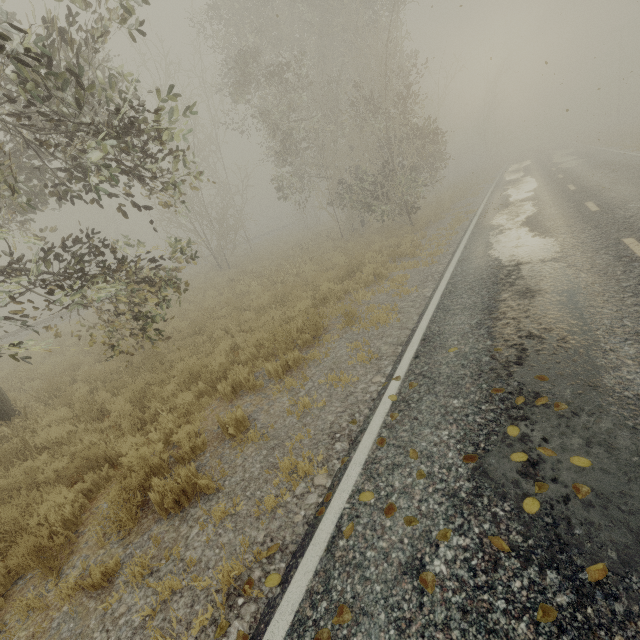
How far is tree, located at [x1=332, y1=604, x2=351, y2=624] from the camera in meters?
2.3

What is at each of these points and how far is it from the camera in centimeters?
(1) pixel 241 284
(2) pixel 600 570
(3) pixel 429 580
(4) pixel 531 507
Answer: (1) tree, 1494cm
(2) tree, 207cm
(3) tree, 233cm
(4) tree, 255cm

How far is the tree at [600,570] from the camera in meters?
2.0

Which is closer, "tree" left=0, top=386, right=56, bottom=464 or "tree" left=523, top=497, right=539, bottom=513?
"tree" left=523, top=497, right=539, bottom=513

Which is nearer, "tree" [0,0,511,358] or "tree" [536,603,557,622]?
"tree" [536,603,557,622]

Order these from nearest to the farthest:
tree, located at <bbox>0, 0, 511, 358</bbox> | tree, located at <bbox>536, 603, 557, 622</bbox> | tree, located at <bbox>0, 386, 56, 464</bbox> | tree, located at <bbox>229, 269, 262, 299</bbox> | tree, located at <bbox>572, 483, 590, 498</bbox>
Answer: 1. tree, located at <bbox>536, 603, 557, 622</bbox>
2. tree, located at <bbox>572, 483, 590, 498</bbox>
3. tree, located at <bbox>0, 0, 511, 358</bbox>
4. tree, located at <bbox>0, 386, 56, 464</bbox>
5. tree, located at <bbox>229, 269, 262, 299</bbox>
